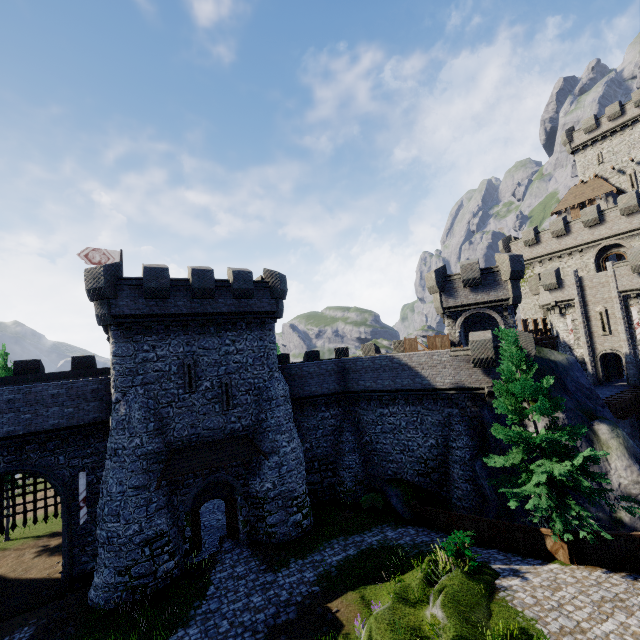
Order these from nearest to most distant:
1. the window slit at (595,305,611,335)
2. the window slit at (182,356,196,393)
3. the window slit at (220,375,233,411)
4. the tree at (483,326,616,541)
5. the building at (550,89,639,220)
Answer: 1. the tree at (483,326,616,541)
2. the window slit at (182,356,196,393)
3. the window slit at (220,375,233,411)
4. the window slit at (595,305,611,335)
5. the building at (550,89,639,220)

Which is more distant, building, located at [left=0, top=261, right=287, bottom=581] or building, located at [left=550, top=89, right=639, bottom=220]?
building, located at [left=550, top=89, right=639, bottom=220]

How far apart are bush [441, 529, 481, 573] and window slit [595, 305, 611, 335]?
26.76m

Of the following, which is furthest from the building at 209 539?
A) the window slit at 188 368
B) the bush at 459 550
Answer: the bush at 459 550

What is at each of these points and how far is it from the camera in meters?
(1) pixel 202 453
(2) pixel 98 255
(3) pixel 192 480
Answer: (1) awning, 18.8 m
(2) flag, 25.4 m
(3) building, 18.8 m

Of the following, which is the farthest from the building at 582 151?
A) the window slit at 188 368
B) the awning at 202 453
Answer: the window slit at 188 368

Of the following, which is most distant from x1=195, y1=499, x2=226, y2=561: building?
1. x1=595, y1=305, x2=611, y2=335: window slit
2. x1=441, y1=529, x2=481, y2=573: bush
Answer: x1=595, y1=305, x2=611, y2=335: window slit

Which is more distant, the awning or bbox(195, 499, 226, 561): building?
bbox(195, 499, 226, 561): building
